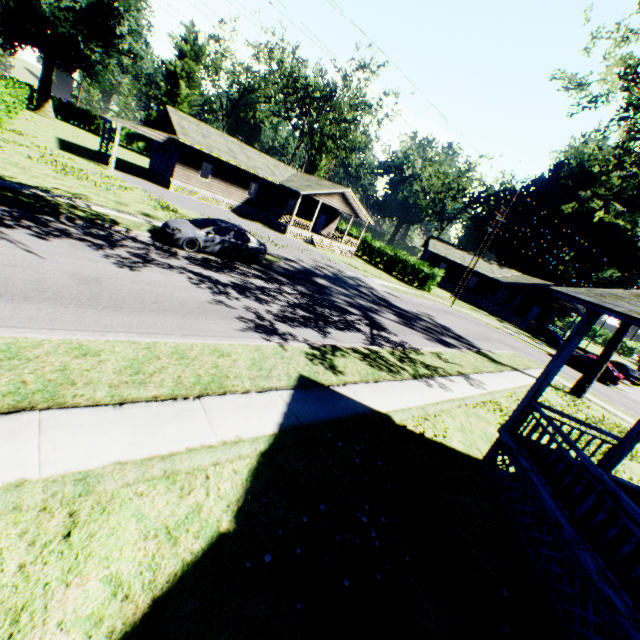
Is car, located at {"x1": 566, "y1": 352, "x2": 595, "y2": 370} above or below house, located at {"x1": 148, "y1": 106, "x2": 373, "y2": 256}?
below

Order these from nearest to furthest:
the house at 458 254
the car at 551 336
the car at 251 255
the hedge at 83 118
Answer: the car at 251 255
the car at 551 336
the house at 458 254
the hedge at 83 118

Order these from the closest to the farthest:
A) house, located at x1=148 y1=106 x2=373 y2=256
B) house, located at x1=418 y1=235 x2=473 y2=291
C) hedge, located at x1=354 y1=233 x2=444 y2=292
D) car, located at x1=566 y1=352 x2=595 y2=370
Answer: car, located at x1=566 y1=352 x2=595 y2=370 < house, located at x1=148 y1=106 x2=373 y2=256 < hedge, located at x1=354 y1=233 x2=444 y2=292 < house, located at x1=418 y1=235 x2=473 y2=291

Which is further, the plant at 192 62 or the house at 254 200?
the plant at 192 62

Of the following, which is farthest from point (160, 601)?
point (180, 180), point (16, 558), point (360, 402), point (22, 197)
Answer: point (180, 180)

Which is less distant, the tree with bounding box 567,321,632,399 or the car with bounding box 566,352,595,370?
the tree with bounding box 567,321,632,399

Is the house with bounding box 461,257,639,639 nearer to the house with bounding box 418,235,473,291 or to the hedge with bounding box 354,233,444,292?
the hedge with bounding box 354,233,444,292

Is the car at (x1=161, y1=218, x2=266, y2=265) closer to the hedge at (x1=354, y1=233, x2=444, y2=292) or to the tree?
the tree
